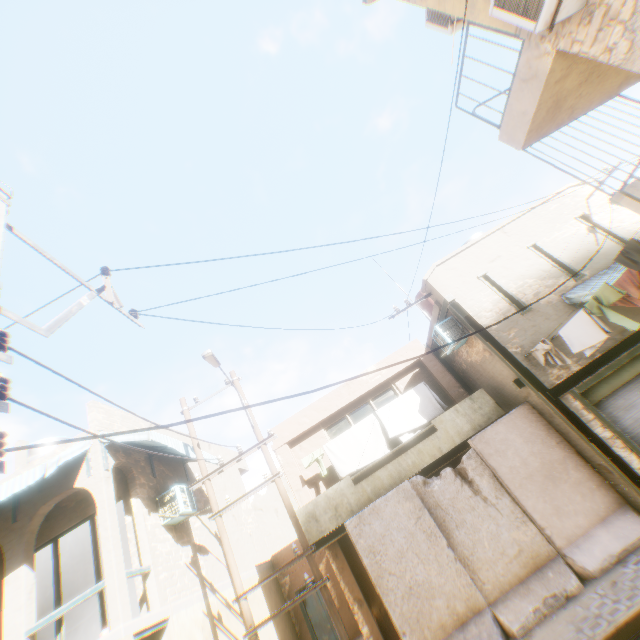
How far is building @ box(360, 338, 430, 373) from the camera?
12.4 meters

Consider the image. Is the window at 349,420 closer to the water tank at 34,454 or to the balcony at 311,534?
the balcony at 311,534

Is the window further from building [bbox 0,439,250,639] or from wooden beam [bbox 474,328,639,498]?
wooden beam [bbox 474,328,639,498]

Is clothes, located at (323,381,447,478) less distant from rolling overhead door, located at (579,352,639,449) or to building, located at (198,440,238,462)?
building, located at (198,440,238,462)

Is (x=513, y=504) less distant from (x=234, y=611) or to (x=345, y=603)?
(x=234, y=611)

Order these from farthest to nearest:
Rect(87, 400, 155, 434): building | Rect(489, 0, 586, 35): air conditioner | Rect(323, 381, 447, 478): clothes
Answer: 1. Rect(323, 381, 447, 478): clothes
2. Rect(87, 400, 155, 434): building
3. Rect(489, 0, 586, 35): air conditioner

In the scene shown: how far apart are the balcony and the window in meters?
1.1

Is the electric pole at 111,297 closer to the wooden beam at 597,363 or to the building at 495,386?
the building at 495,386
